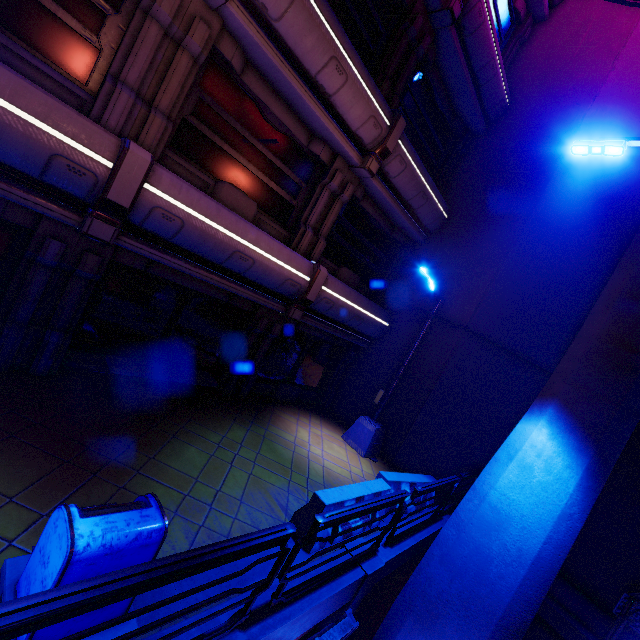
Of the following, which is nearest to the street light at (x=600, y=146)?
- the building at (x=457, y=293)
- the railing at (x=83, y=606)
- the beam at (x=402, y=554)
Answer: the building at (x=457, y=293)

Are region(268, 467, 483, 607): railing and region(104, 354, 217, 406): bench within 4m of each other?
no

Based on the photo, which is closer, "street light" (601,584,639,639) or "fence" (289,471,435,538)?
"fence" (289,471,435,538)

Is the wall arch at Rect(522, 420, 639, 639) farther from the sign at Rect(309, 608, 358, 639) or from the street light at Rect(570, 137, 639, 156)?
the sign at Rect(309, 608, 358, 639)

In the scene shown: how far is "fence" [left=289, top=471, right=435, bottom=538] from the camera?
5.5 meters

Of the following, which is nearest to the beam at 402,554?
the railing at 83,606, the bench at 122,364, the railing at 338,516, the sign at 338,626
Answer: the railing at 338,516

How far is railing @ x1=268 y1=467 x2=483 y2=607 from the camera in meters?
3.8

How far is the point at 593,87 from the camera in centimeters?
1040cm
